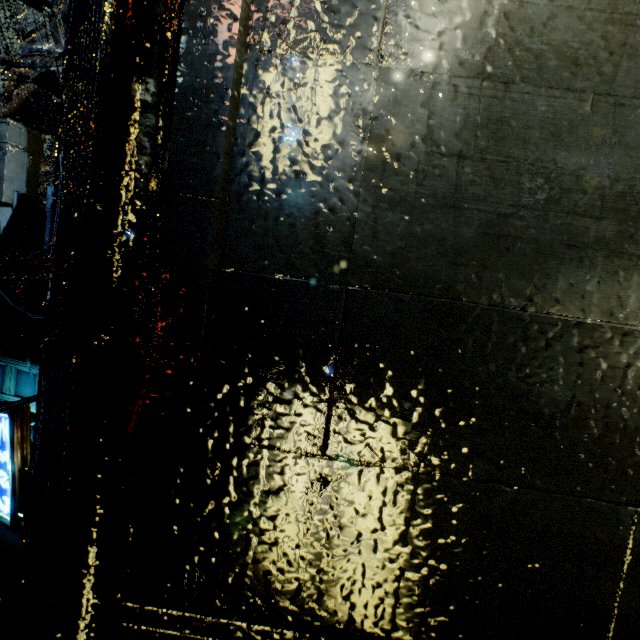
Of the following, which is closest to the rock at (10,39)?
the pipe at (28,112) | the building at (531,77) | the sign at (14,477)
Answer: the building at (531,77)

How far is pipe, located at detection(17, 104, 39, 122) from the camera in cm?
1777

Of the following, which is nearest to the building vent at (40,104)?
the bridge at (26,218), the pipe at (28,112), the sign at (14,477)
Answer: the pipe at (28,112)

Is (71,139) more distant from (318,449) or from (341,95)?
(318,449)

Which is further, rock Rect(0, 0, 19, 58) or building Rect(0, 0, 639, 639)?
rock Rect(0, 0, 19, 58)

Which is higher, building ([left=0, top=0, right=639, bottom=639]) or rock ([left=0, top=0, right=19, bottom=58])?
rock ([left=0, top=0, right=19, bottom=58])

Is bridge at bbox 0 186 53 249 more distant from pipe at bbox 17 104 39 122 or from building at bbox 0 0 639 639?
pipe at bbox 17 104 39 122

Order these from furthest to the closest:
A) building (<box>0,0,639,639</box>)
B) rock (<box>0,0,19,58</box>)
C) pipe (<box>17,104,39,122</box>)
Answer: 1. rock (<box>0,0,19,58</box>)
2. pipe (<box>17,104,39,122</box>)
3. building (<box>0,0,639,639</box>)
